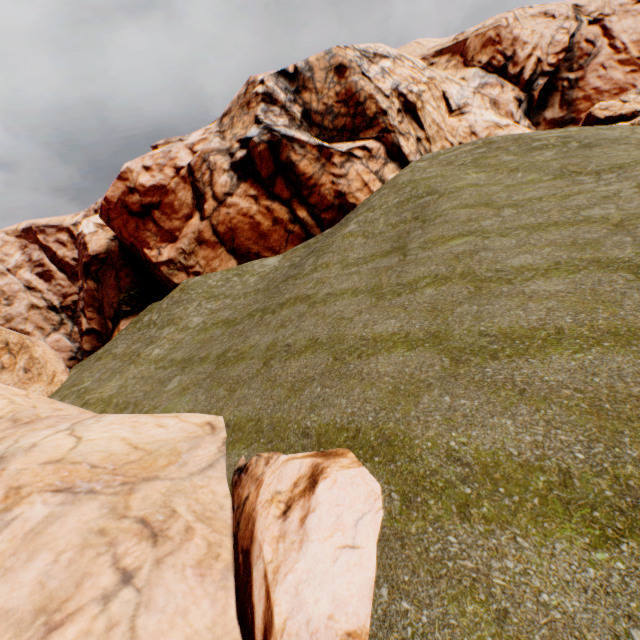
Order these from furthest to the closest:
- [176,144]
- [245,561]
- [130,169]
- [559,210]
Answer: [176,144], [130,169], [559,210], [245,561]
